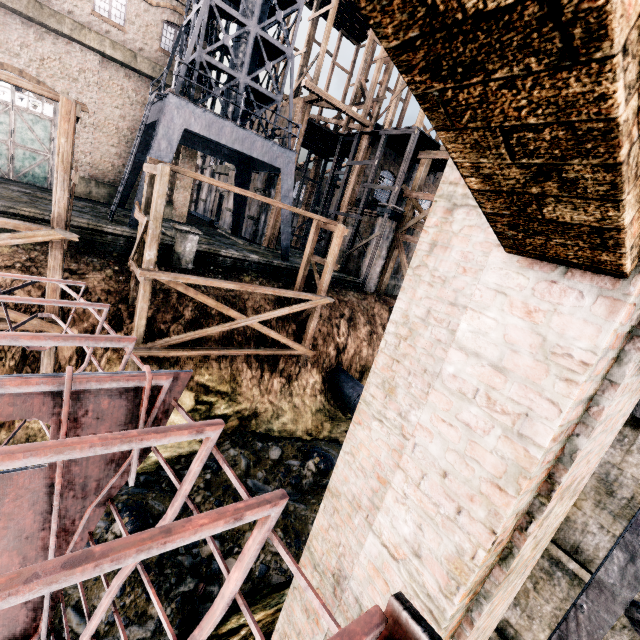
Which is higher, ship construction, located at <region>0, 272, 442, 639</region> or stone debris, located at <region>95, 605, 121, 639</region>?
ship construction, located at <region>0, 272, 442, 639</region>

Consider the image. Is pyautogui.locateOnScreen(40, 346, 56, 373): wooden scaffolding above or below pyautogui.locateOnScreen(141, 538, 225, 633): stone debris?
above

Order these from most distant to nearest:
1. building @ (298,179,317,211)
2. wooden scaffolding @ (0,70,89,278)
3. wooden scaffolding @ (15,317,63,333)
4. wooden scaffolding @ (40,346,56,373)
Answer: building @ (298,179,317,211) < wooden scaffolding @ (40,346,56,373) < wooden scaffolding @ (15,317,63,333) < wooden scaffolding @ (0,70,89,278)

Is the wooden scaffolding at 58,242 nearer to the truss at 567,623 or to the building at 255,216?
the building at 255,216

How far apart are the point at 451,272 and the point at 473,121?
1.5 meters

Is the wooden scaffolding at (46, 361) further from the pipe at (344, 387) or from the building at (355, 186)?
the pipe at (344, 387)

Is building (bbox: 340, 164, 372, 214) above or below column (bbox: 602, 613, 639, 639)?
above

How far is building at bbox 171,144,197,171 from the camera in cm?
2479
